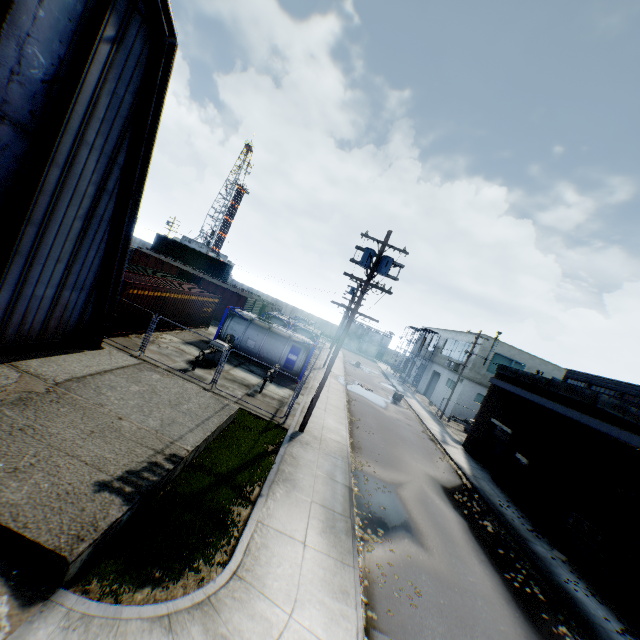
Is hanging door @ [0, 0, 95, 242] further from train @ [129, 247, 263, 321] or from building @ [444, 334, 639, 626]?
train @ [129, 247, 263, 321]

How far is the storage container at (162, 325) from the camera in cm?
1964

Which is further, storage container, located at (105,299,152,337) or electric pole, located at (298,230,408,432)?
storage container, located at (105,299,152,337)

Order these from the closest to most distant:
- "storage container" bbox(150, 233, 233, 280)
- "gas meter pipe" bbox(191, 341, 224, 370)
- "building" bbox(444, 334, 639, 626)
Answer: "building" bbox(444, 334, 639, 626) < "gas meter pipe" bbox(191, 341, 224, 370) < "storage container" bbox(150, 233, 233, 280)

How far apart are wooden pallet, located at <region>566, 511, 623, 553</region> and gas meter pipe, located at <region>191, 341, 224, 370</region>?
18.60m

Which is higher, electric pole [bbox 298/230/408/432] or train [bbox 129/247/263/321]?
electric pole [bbox 298/230/408/432]

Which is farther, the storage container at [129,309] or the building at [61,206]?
the storage container at [129,309]

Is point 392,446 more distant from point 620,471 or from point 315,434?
point 620,471
